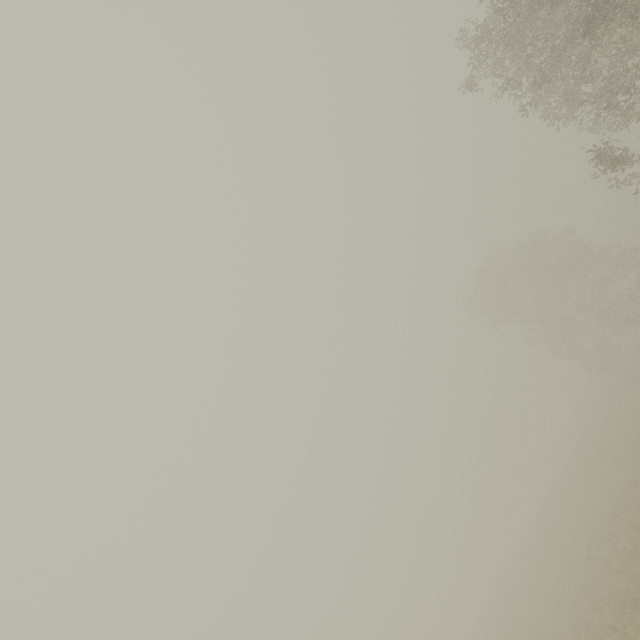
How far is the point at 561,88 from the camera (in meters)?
12.82
